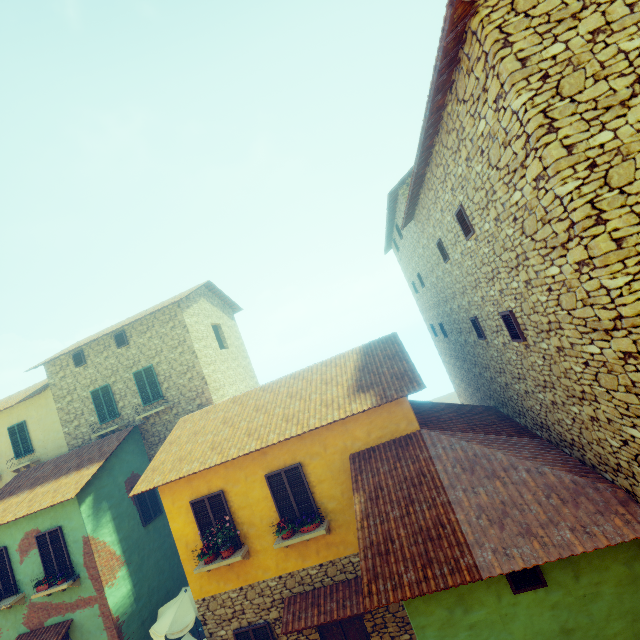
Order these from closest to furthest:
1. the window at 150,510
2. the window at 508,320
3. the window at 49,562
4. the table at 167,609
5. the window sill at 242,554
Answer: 1. the window at 508,320
2. the window sill at 242,554
3. the table at 167,609
4. the window at 49,562
5. the window at 150,510

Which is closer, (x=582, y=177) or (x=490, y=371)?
(x=582, y=177)

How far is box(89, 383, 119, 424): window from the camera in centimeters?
1501cm

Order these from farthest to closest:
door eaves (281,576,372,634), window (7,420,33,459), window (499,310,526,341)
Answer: window (7,420,33,459) < door eaves (281,576,372,634) < window (499,310,526,341)

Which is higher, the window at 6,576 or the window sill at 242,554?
the window at 6,576

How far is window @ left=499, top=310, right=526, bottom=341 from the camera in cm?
664

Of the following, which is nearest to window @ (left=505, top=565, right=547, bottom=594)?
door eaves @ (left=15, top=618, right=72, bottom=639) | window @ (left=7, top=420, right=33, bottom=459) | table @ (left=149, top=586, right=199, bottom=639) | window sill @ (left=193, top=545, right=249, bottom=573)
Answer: window sill @ (left=193, top=545, right=249, bottom=573)

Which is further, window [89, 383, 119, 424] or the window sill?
window [89, 383, 119, 424]
